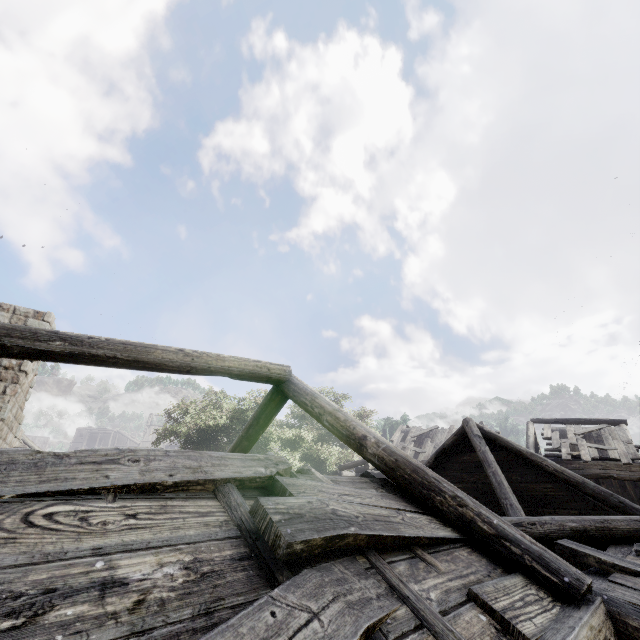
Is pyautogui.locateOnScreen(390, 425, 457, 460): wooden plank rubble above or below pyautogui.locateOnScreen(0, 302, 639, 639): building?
above

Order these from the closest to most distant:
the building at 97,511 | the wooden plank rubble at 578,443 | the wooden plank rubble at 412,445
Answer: the building at 97,511, the wooden plank rubble at 578,443, the wooden plank rubble at 412,445

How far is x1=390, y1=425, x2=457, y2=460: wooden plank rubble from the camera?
23.0m

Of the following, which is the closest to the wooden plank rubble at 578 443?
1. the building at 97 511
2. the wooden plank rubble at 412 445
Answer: the building at 97 511

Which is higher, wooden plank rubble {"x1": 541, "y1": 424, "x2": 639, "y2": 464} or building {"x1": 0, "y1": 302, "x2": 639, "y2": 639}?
wooden plank rubble {"x1": 541, "y1": 424, "x2": 639, "y2": 464}

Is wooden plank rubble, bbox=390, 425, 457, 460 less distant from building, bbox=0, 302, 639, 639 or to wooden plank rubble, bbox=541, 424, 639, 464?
building, bbox=0, 302, 639, 639

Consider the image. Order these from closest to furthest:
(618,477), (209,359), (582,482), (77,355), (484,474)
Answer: (77,355)
(209,359)
(582,482)
(484,474)
(618,477)

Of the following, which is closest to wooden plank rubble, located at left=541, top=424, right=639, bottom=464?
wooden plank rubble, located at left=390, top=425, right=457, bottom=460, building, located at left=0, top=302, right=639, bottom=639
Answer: building, located at left=0, top=302, right=639, bottom=639
